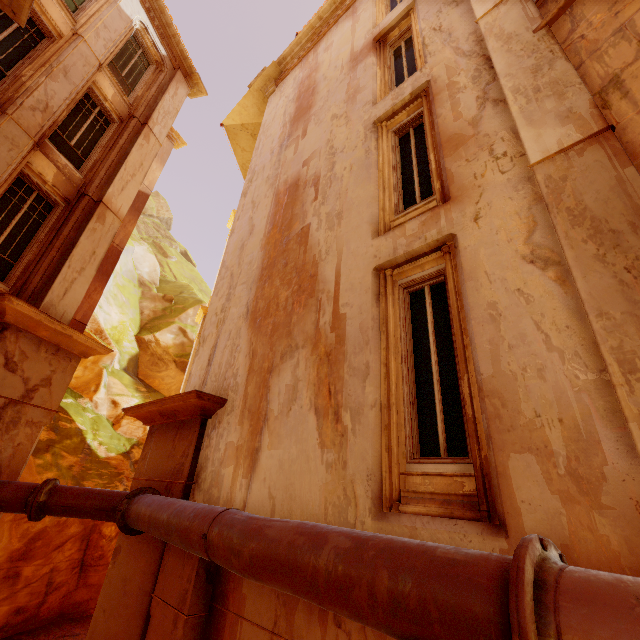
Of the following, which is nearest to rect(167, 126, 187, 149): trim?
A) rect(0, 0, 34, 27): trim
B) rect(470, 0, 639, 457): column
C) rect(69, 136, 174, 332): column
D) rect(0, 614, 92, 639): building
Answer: rect(69, 136, 174, 332): column

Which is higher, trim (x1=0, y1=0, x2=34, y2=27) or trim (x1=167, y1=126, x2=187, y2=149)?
trim (x1=167, y1=126, x2=187, y2=149)

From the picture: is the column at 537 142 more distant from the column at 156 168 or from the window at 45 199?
the column at 156 168

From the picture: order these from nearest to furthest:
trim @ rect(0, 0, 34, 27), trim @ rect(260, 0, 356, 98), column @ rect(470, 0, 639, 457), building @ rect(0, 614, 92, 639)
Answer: column @ rect(470, 0, 639, 457)
trim @ rect(0, 0, 34, 27)
building @ rect(0, 614, 92, 639)
trim @ rect(260, 0, 356, 98)

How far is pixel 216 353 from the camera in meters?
7.3 m

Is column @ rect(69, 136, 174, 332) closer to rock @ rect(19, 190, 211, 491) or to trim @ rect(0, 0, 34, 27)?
rock @ rect(19, 190, 211, 491)

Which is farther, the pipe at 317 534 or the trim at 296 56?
the trim at 296 56

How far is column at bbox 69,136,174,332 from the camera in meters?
12.5
